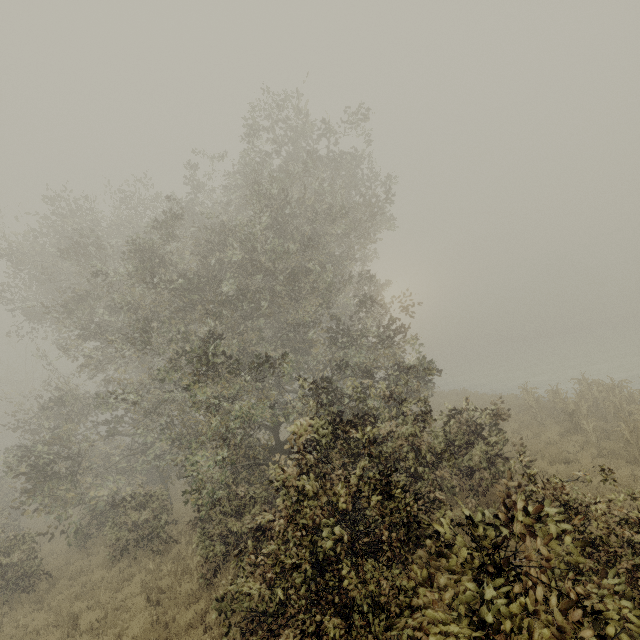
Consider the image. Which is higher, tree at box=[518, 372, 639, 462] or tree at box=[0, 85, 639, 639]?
tree at box=[0, 85, 639, 639]

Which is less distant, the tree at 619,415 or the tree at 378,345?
the tree at 378,345

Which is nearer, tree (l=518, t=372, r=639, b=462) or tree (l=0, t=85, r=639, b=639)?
tree (l=0, t=85, r=639, b=639)

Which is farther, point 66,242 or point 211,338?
point 66,242

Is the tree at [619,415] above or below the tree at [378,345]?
below
